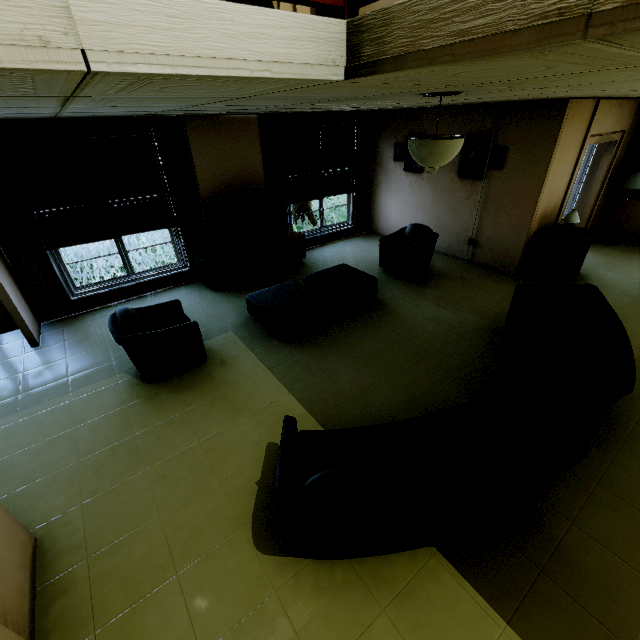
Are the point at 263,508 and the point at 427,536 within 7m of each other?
yes

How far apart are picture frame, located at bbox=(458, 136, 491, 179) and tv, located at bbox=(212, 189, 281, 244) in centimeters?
359cm

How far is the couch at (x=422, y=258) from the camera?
5.9 meters

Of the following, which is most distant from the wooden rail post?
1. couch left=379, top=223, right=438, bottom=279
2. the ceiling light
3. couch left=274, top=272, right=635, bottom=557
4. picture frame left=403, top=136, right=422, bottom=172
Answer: picture frame left=403, top=136, right=422, bottom=172

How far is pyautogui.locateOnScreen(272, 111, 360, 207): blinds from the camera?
6.40m

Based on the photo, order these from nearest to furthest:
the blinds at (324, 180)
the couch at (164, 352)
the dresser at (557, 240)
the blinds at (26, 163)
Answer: the couch at (164, 352) → the blinds at (26, 163) → the dresser at (557, 240) → the blinds at (324, 180)

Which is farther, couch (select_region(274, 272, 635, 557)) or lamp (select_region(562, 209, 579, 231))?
lamp (select_region(562, 209, 579, 231))

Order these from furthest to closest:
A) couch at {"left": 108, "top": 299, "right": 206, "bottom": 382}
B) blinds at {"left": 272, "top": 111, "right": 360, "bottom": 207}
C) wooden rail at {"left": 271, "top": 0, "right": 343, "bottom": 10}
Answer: blinds at {"left": 272, "top": 111, "right": 360, "bottom": 207}, couch at {"left": 108, "top": 299, "right": 206, "bottom": 382}, wooden rail at {"left": 271, "top": 0, "right": 343, "bottom": 10}
